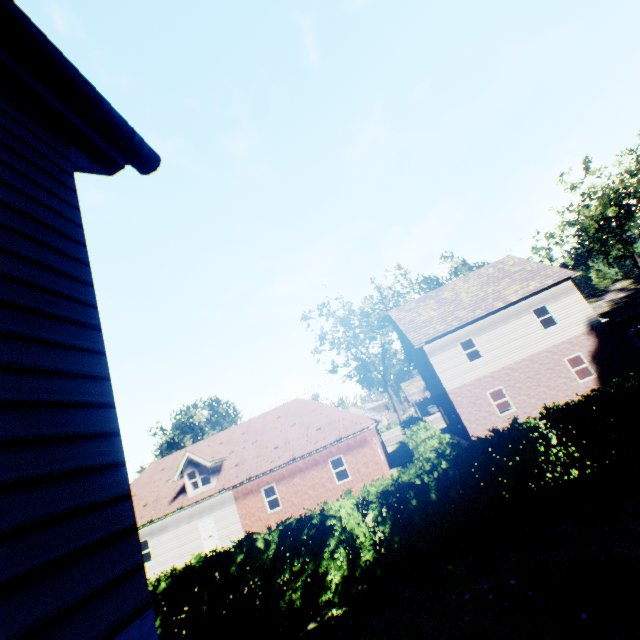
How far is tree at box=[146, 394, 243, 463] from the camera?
36.1 meters

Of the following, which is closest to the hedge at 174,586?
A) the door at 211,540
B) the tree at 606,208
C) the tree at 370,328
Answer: the tree at 370,328

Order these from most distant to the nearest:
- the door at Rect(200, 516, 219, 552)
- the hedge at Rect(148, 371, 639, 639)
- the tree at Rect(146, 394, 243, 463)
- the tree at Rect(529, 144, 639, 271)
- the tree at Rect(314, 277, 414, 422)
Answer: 1. the tree at Rect(146, 394, 243, 463)
2. the tree at Rect(314, 277, 414, 422)
3. the tree at Rect(529, 144, 639, 271)
4. the door at Rect(200, 516, 219, 552)
5. the hedge at Rect(148, 371, 639, 639)

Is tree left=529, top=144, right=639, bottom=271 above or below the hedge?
above

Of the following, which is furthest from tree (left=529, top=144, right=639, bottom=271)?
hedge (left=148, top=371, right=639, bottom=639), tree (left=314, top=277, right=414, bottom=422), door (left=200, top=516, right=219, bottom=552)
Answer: door (left=200, top=516, right=219, bottom=552)

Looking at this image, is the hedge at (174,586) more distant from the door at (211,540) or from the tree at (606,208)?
the tree at (606,208)

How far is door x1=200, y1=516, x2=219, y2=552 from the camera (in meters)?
21.55

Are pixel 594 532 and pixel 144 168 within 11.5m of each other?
yes
